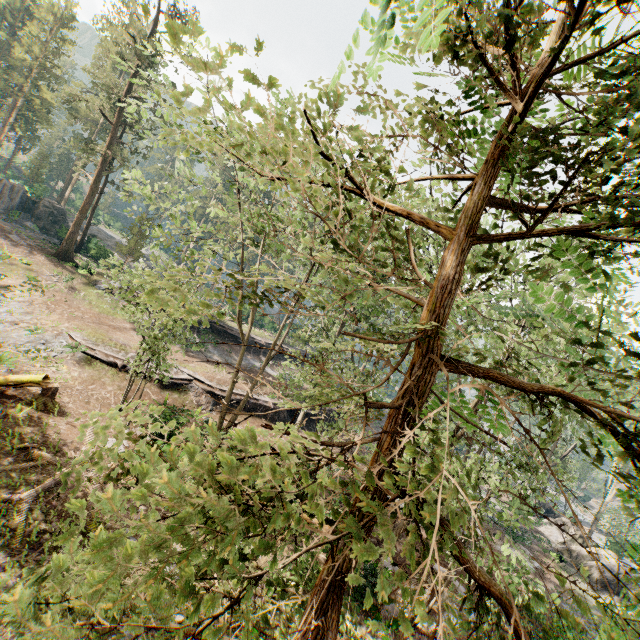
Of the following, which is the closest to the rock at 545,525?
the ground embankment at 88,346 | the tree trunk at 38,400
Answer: the ground embankment at 88,346

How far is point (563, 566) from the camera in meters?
25.9

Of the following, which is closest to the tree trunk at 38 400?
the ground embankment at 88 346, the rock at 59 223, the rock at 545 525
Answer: the ground embankment at 88 346

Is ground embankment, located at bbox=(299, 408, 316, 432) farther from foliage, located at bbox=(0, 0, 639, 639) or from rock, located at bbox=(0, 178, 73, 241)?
rock, located at bbox=(0, 178, 73, 241)

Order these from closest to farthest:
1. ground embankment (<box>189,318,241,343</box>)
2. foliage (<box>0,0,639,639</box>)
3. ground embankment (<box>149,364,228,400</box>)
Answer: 1. foliage (<box>0,0,639,639</box>)
2. ground embankment (<box>149,364,228,400</box>)
3. ground embankment (<box>189,318,241,343</box>)

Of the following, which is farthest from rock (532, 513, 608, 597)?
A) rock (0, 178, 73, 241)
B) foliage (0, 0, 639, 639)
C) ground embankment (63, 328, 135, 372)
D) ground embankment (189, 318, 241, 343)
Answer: rock (0, 178, 73, 241)

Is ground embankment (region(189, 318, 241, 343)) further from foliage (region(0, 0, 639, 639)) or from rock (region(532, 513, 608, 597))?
rock (region(532, 513, 608, 597))

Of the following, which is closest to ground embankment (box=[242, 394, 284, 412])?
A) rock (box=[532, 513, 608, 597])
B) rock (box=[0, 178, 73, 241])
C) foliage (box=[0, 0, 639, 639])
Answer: foliage (box=[0, 0, 639, 639])
